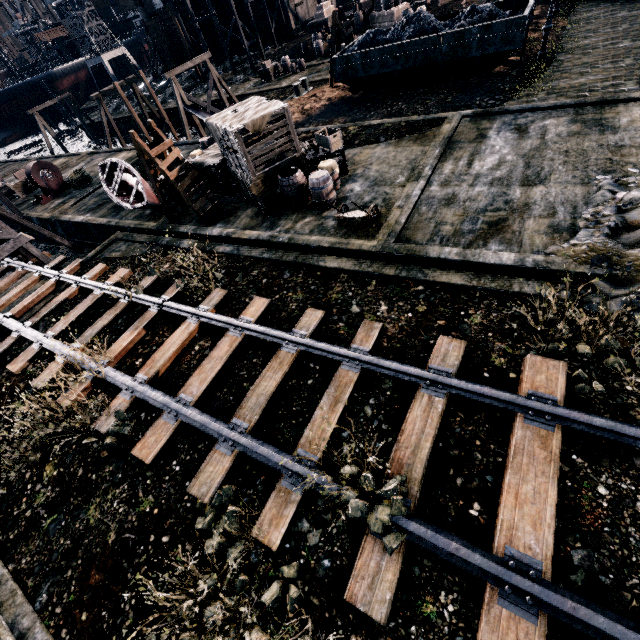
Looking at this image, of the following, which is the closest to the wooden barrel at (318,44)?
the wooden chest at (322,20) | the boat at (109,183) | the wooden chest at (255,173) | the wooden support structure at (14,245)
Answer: the wooden chest at (322,20)

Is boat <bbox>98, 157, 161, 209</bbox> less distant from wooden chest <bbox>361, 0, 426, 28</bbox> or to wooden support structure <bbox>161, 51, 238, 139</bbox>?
wooden support structure <bbox>161, 51, 238, 139</bbox>

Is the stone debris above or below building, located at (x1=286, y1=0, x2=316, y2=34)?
below

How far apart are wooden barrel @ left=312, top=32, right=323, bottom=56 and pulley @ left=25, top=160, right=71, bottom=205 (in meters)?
28.35

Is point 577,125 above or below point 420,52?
below

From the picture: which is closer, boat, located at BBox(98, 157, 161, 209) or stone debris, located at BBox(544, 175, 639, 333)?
stone debris, located at BBox(544, 175, 639, 333)

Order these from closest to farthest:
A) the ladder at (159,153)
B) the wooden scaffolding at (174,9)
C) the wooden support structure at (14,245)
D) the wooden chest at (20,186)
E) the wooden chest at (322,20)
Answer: the ladder at (159,153), the wooden support structure at (14,245), the wooden chest at (20,186), the wooden chest at (322,20), the wooden scaffolding at (174,9)

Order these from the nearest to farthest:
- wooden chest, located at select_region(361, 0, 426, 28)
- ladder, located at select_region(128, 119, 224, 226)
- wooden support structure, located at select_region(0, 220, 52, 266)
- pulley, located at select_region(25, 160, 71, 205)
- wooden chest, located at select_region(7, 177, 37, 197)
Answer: ladder, located at select_region(128, 119, 224, 226) → wooden support structure, located at select_region(0, 220, 52, 266) → pulley, located at select_region(25, 160, 71, 205) → wooden chest, located at select_region(7, 177, 37, 197) → wooden chest, located at select_region(361, 0, 426, 28)
